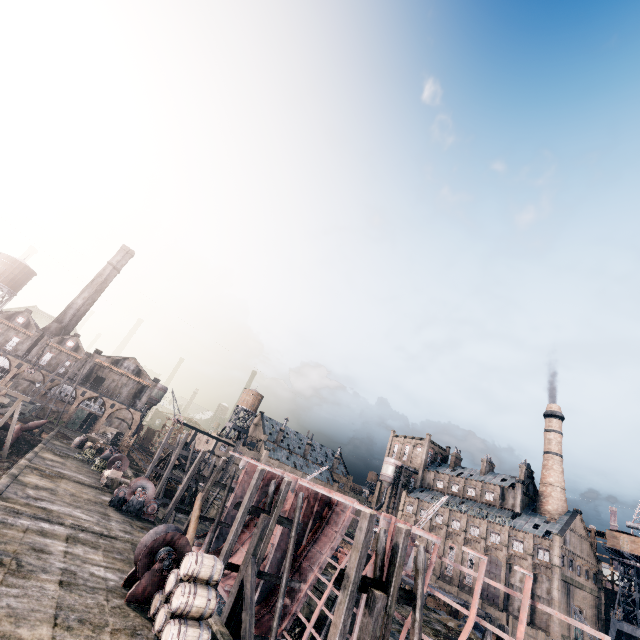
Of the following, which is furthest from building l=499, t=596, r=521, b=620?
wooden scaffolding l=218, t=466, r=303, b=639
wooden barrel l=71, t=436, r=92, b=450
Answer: wooden scaffolding l=218, t=466, r=303, b=639

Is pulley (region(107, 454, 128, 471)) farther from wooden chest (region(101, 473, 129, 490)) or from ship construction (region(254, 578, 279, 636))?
ship construction (region(254, 578, 279, 636))

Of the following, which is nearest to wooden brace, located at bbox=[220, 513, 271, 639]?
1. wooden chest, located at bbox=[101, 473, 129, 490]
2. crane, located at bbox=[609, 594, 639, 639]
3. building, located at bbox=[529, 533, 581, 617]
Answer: wooden chest, located at bbox=[101, 473, 129, 490]

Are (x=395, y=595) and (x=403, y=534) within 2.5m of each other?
yes

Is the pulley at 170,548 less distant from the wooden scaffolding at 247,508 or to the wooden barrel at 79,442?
the wooden scaffolding at 247,508

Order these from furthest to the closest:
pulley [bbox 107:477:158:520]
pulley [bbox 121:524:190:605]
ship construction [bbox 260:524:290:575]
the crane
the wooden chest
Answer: the crane
the wooden chest
pulley [bbox 107:477:158:520]
ship construction [bbox 260:524:290:575]
pulley [bbox 121:524:190:605]

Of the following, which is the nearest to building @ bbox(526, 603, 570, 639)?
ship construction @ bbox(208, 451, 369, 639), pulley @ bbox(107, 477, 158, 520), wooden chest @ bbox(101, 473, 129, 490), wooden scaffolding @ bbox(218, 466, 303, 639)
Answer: wooden chest @ bbox(101, 473, 129, 490)

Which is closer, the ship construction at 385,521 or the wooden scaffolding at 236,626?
the ship construction at 385,521
